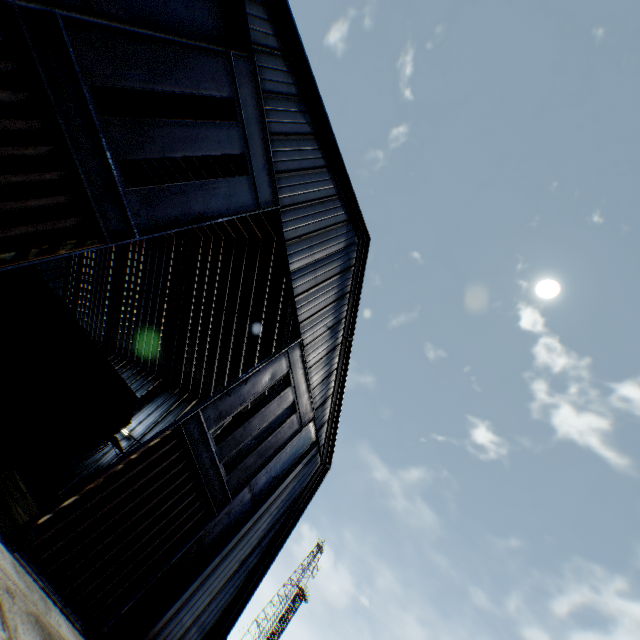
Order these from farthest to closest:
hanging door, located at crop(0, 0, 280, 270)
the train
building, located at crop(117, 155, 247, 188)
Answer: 1. building, located at crop(117, 155, 247, 188)
2. the train
3. hanging door, located at crop(0, 0, 280, 270)

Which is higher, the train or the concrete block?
the train

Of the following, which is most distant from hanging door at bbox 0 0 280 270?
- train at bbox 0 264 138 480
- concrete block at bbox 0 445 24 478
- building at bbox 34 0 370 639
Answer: concrete block at bbox 0 445 24 478

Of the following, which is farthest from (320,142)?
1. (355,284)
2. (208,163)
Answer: (208,163)

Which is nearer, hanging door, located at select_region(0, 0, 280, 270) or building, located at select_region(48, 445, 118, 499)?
hanging door, located at select_region(0, 0, 280, 270)

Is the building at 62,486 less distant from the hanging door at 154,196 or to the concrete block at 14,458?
the hanging door at 154,196

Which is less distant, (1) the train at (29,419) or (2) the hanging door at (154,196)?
(2) the hanging door at (154,196)
